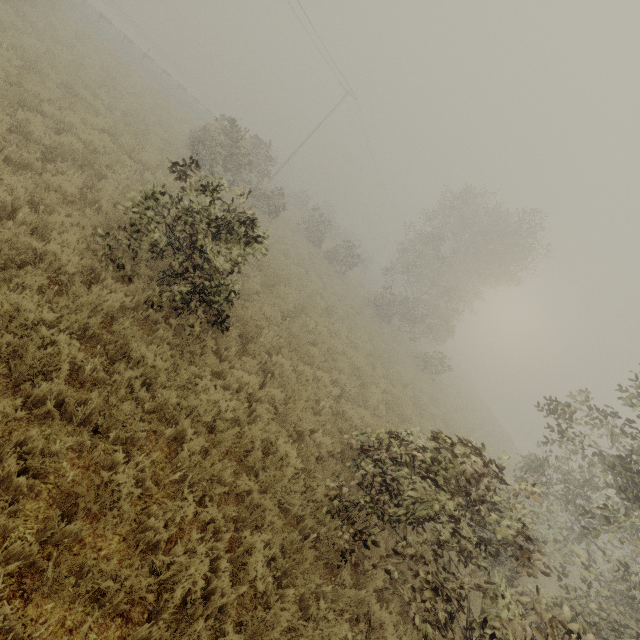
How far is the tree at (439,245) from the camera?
24.2 meters

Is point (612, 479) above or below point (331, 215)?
above

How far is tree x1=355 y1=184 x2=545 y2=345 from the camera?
24.22m
